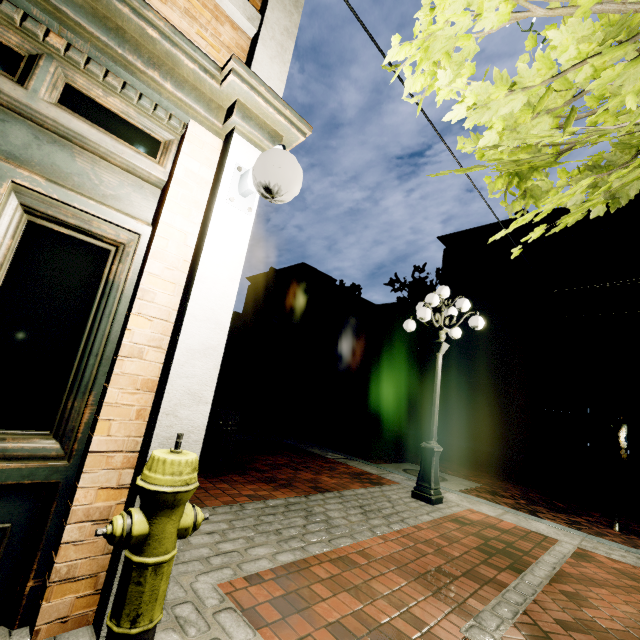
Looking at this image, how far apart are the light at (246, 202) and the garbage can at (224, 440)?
3.8 meters

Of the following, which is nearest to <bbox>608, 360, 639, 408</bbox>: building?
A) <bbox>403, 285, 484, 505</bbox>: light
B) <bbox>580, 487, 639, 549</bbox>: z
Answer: <bbox>580, 487, 639, 549</bbox>: z

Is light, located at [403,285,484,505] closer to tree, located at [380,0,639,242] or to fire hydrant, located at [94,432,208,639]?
tree, located at [380,0,639,242]

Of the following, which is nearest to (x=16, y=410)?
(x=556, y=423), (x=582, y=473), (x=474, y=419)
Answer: (x=582, y=473)

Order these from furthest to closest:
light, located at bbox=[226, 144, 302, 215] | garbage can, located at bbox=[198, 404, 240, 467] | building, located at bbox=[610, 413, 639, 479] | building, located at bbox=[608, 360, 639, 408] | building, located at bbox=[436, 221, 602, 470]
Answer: building, located at bbox=[436, 221, 602, 470] < building, located at bbox=[608, 360, 639, 408] < building, located at bbox=[610, 413, 639, 479] < garbage can, located at bbox=[198, 404, 240, 467] < light, located at bbox=[226, 144, 302, 215]

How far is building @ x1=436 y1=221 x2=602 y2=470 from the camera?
17.3 meters

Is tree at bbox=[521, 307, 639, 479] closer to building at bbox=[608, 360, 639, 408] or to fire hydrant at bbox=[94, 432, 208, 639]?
building at bbox=[608, 360, 639, 408]

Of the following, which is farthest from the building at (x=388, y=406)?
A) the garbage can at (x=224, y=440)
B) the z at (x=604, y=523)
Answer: the garbage can at (x=224, y=440)
